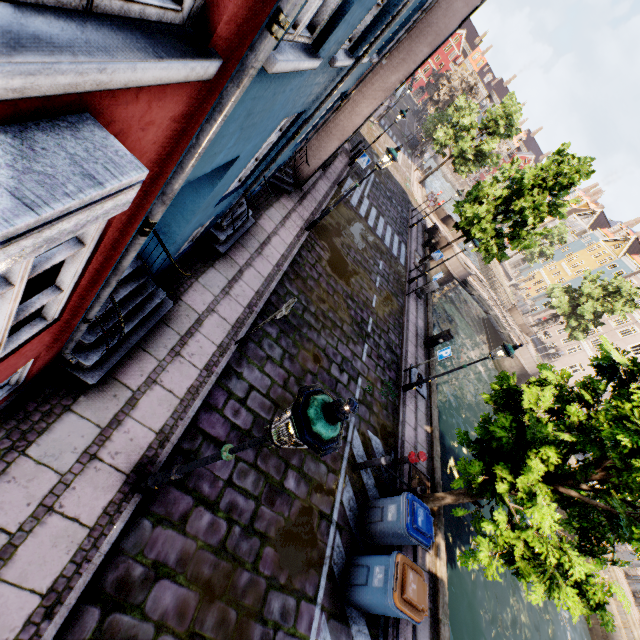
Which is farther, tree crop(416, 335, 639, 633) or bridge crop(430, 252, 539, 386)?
bridge crop(430, 252, 539, 386)

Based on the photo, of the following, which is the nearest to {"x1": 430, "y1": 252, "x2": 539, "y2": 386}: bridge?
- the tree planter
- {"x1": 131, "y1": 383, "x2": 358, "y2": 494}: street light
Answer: the tree planter

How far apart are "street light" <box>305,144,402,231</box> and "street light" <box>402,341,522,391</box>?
6.0 meters

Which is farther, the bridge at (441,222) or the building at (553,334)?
the building at (553,334)

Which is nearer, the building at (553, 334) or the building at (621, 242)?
the building at (553, 334)

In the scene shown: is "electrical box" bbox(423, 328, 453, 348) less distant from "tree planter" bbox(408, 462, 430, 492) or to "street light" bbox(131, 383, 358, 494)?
"tree planter" bbox(408, 462, 430, 492)

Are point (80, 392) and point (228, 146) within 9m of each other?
yes
